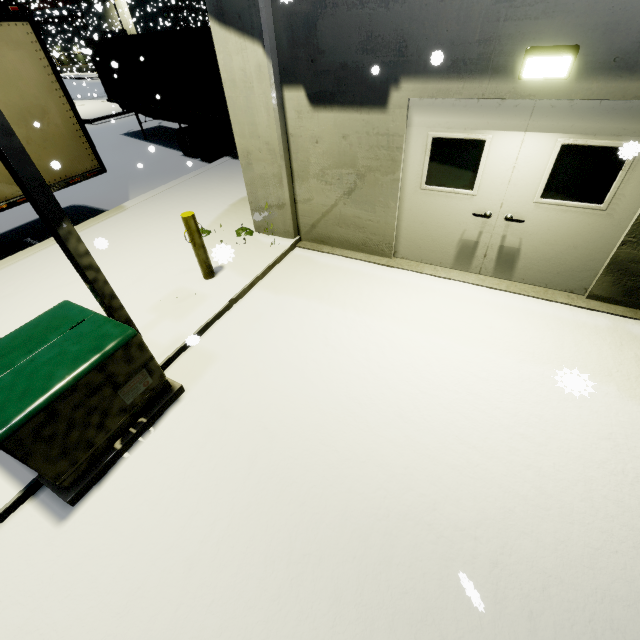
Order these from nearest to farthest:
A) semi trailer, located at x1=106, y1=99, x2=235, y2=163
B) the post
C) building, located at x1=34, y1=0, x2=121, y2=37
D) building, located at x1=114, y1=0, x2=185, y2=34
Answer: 1. the post
2. semi trailer, located at x1=106, y1=99, x2=235, y2=163
3. building, located at x1=34, y1=0, x2=121, y2=37
4. building, located at x1=114, y1=0, x2=185, y2=34

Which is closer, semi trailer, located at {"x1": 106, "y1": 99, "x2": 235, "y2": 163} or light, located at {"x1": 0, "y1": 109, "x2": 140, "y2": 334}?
light, located at {"x1": 0, "y1": 109, "x2": 140, "y2": 334}

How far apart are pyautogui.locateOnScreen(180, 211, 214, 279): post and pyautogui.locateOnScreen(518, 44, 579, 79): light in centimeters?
451cm

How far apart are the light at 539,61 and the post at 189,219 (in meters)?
4.51

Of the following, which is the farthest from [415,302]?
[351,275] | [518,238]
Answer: [518,238]

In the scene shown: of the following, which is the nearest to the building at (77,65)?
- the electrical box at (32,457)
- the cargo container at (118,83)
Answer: the cargo container at (118,83)

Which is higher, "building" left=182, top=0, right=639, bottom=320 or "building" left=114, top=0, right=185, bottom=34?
"building" left=114, top=0, right=185, bottom=34

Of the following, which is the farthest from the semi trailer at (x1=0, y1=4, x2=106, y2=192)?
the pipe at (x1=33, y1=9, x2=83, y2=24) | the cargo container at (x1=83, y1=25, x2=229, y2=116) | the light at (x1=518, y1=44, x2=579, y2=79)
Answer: the pipe at (x1=33, y1=9, x2=83, y2=24)
